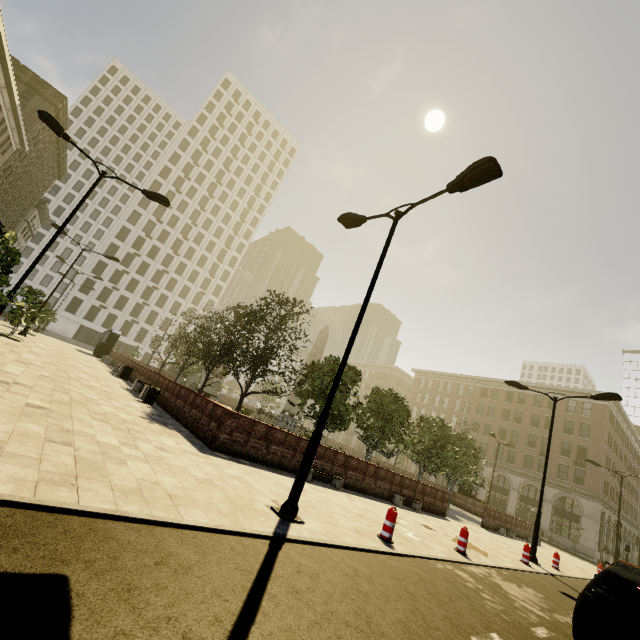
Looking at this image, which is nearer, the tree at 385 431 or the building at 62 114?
the tree at 385 431

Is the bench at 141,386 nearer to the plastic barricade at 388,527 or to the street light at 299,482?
the street light at 299,482

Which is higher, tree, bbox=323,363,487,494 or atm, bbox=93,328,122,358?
tree, bbox=323,363,487,494

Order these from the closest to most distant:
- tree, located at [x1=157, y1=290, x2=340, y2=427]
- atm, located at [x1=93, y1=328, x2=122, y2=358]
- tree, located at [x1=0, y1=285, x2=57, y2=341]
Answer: tree, located at [x1=0, y1=285, x2=57, y2=341] → tree, located at [x1=157, y1=290, x2=340, y2=427] → atm, located at [x1=93, y1=328, x2=122, y2=358]

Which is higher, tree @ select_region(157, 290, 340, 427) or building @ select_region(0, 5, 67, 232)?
building @ select_region(0, 5, 67, 232)

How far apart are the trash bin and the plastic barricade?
11.0m

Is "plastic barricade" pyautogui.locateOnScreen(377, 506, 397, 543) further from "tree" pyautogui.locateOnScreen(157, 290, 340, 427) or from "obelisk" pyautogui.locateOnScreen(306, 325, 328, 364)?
"obelisk" pyautogui.locateOnScreen(306, 325, 328, 364)

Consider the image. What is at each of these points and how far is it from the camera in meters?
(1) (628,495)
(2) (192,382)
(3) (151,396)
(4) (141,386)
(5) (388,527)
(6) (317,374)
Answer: (1) building, 50.3
(2) underground building, 52.8
(3) trash bin, 14.0
(4) bench, 16.8
(5) plastic barricade, 7.4
(6) tree, 18.7
